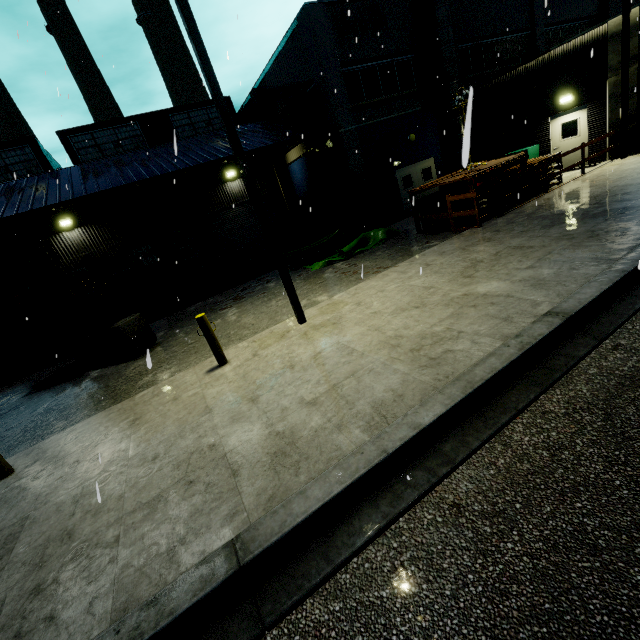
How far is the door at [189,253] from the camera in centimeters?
1992cm

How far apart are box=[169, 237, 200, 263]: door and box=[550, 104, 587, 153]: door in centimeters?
1994cm

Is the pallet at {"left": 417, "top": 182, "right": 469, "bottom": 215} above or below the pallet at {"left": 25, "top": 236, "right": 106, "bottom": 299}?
below

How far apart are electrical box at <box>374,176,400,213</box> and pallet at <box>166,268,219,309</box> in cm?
935

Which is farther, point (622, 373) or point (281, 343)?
point (281, 343)

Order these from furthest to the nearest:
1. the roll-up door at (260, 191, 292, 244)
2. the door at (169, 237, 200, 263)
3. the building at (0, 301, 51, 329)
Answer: the roll-up door at (260, 191, 292, 244), the door at (169, 237, 200, 263), the building at (0, 301, 51, 329)

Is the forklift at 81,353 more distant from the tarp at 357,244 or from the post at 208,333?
the tarp at 357,244

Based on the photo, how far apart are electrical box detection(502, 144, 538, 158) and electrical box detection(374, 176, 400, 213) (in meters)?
5.30
